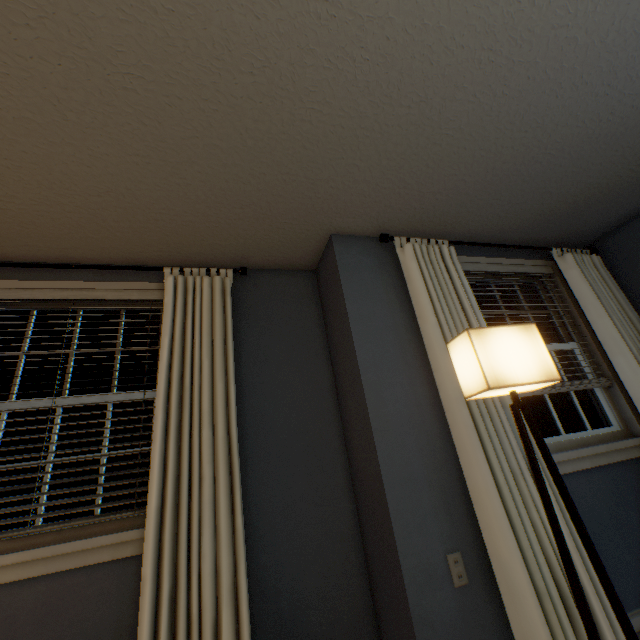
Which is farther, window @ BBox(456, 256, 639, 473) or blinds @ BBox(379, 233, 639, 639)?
window @ BBox(456, 256, 639, 473)

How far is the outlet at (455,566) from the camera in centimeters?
152cm

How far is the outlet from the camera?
1.52m

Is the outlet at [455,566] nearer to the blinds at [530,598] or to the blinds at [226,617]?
the blinds at [530,598]

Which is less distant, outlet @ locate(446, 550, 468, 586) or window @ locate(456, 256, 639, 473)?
outlet @ locate(446, 550, 468, 586)

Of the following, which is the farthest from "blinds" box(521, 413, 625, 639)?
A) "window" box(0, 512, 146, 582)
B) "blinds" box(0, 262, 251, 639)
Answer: "window" box(0, 512, 146, 582)

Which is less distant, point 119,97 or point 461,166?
point 119,97

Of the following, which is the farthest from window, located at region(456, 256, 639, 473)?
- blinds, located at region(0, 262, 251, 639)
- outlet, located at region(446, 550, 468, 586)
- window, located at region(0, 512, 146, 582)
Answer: window, located at region(0, 512, 146, 582)
